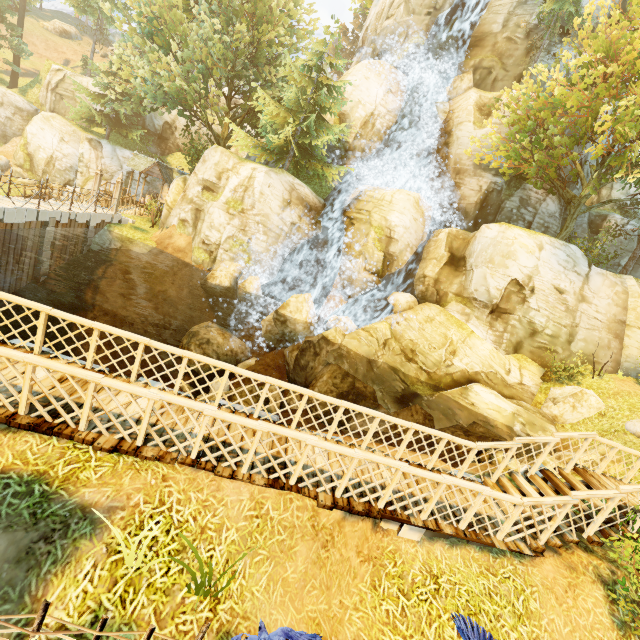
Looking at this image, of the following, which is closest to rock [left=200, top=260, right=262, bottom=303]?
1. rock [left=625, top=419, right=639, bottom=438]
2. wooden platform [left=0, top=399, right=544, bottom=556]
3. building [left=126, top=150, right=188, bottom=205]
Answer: wooden platform [left=0, top=399, right=544, bottom=556]

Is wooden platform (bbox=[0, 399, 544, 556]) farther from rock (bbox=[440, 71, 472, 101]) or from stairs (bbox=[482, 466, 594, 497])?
rock (bbox=[440, 71, 472, 101])

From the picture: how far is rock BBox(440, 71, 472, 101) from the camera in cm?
2322

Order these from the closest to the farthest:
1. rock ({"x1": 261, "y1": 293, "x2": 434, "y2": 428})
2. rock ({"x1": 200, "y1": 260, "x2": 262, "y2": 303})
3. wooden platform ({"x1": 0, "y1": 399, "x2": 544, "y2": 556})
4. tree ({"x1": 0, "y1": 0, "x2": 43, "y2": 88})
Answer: wooden platform ({"x1": 0, "y1": 399, "x2": 544, "y2": 556})
rock ({"x1": 261, "y1": 293, "x2": 434, "y2": 428})
rock ({"x1": 200, "y1": 260, "x2": 262, "y2": 303})
tree ({"x1": 0, "y1": 0, "x2": 43, "y2": 88})

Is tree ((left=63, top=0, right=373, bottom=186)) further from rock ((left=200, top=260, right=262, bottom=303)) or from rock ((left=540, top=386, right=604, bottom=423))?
rock ((left=540, top=386, right=604, bottom=423))

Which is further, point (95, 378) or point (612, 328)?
point (612, 328)

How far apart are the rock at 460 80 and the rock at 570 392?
21.1 meters

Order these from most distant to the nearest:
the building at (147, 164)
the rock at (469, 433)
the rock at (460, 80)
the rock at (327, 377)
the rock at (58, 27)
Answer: the rock at (58, 27) < the building at (147, 164) < the rock at (460, 80) < the rock at (327, 377) < the rock at (469, 433)
